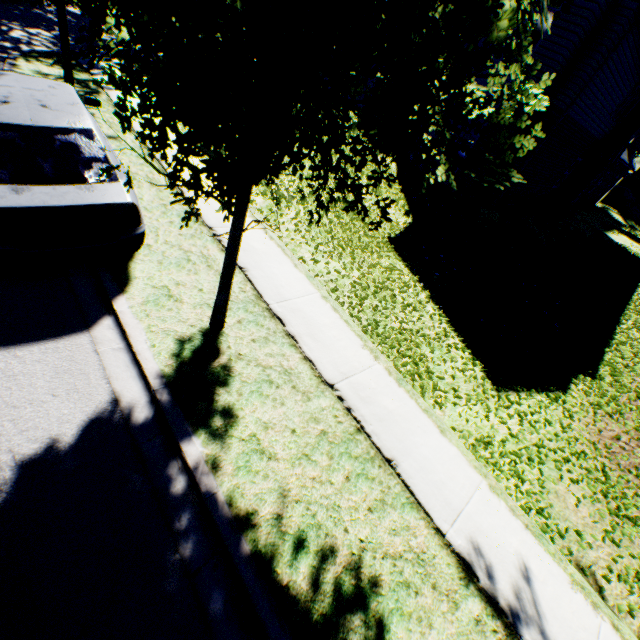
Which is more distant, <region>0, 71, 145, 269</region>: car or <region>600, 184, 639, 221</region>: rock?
<region>600, 184, 639, 221</region>: rock

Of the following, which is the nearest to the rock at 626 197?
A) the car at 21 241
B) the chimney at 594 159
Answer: the chimney at 594 159

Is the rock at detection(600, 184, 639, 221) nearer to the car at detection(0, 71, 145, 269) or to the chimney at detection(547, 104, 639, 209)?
the chimney at detection(547, 104, 639, 209)

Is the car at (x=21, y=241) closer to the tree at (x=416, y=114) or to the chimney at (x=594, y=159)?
the tree at (x=416, y=114)

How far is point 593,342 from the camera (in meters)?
8.02

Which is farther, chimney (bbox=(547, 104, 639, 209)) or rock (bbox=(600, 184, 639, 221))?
rock (bbox=(600, 184, 639, 221))

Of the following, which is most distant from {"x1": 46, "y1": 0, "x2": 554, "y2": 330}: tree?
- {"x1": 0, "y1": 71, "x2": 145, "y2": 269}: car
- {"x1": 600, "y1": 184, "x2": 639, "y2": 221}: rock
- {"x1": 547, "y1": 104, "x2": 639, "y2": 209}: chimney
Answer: {"x1": 600, "y1": 184, "x2": 639, "y2": 221}: rock
